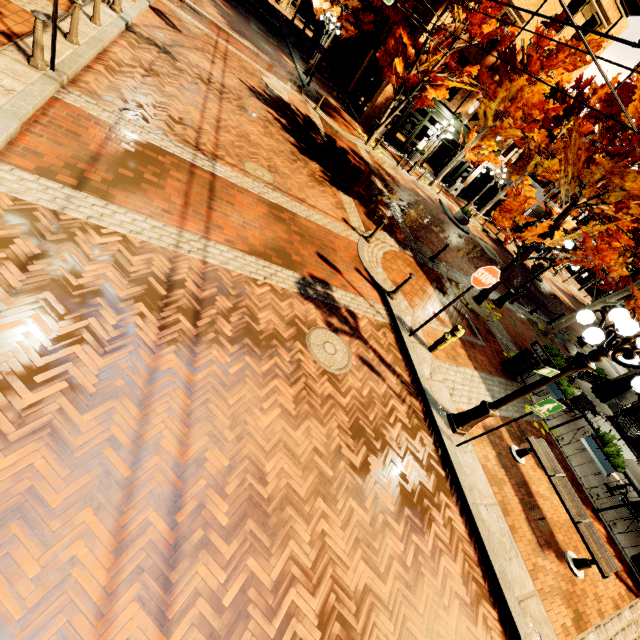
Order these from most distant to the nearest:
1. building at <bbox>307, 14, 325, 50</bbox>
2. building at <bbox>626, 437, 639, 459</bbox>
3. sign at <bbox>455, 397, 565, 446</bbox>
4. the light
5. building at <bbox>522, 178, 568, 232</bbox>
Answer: building at <bbox>307, 14, 325, 50</bbox> → building at <bbox>522, 178, 568, 232</bbox> → building at <bbox>626, 437, 639, 459</bbox> → sign at <bbox>455, 397, 565, 446</bbox> → the light

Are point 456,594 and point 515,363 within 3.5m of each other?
no

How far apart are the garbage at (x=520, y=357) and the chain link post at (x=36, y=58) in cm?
1287

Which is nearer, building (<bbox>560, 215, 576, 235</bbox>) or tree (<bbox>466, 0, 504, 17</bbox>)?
tree (<bbox>466, 0, 504, 17</bbox>)

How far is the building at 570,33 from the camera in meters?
19.5

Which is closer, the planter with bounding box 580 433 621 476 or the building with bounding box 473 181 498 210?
the planter with bounding box 580 433 621 476

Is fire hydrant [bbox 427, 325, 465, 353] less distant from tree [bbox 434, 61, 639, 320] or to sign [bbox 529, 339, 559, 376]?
sign [bbox 529, 339, 559, 376]

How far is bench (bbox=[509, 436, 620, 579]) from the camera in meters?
5.7
